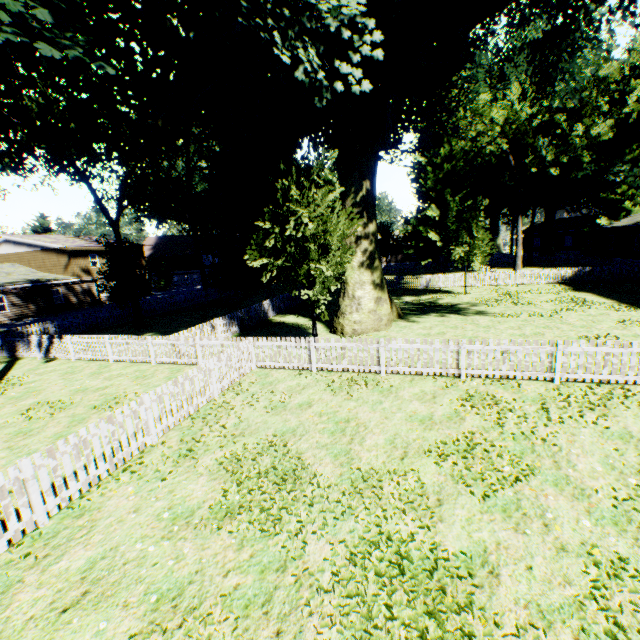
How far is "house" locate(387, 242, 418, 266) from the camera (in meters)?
58.19

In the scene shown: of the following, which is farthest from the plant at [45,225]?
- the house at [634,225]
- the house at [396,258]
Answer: the house at [396,258]

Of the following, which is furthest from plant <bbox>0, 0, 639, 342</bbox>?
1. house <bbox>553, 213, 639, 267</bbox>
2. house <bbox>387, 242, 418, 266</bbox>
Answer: house <bbox>387, 242, 418, 266</bbox>

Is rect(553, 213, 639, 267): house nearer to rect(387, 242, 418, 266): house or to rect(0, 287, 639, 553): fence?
rect(0, 287, 639, 553): fence

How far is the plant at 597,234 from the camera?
35.4m

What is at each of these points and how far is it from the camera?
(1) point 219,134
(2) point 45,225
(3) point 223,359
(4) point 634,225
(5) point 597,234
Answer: (1) plant, 20.84m
(2) plant, 54.69m
(3) fence, 10.58m
(4) house, 29.64m
(5) plant, 36.84m

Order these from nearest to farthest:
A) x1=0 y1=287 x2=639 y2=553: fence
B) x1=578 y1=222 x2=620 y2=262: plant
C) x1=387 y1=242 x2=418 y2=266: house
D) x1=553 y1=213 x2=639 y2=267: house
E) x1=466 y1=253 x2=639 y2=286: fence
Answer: x1=0 y1=287 x2=639 y2=553: fence → x1=466 y1=253 x2=639 y2=286: fence → x1=553 y1=213 x2=639 y2=267: house → x1=578 y1=222 x2=620 y2=262: plant → x1=387 y1=242 x2=418 y2=266: house
